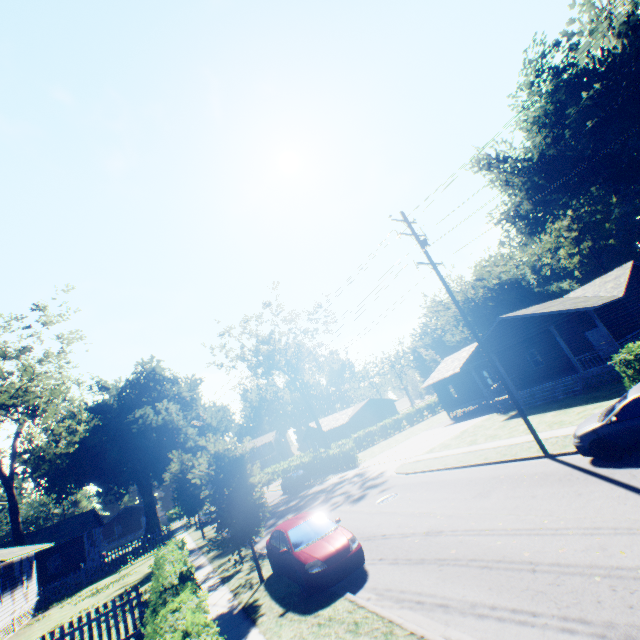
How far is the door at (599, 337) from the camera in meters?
23.7 m

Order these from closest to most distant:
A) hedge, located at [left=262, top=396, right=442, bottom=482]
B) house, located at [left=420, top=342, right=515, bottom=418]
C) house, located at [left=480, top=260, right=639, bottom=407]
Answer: house, located at [left=480, top=260, right=639, bottom=407], house, located at [left=420, top=342, right=515, bottom=418], hedge, located at [left=262, top=396, right=442, bottom=482]

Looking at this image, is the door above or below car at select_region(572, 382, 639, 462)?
above

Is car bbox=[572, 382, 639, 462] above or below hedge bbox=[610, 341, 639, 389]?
below

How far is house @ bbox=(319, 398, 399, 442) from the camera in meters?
55.0

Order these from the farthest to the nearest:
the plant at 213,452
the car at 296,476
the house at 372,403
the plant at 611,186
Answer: the house at 372,403, the car at 296,476, the plant at 611,186, the plant at 213,452

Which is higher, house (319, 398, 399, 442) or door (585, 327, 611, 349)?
house (319, 398, 399, 442)

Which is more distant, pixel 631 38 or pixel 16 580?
pixel 631 38
